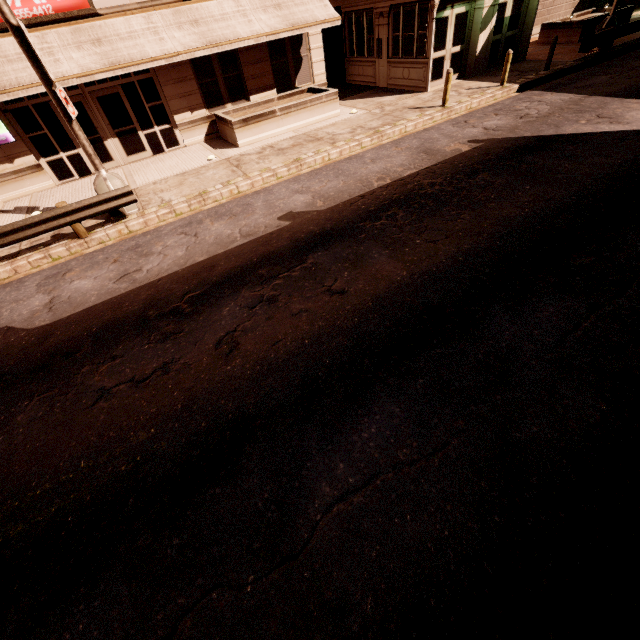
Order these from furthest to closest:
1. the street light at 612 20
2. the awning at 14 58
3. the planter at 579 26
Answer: the planter at 579 26, the street light at 612 20, the awning at 14 58

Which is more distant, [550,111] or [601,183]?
[550,111]

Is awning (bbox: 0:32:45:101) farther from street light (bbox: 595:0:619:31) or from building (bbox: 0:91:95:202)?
street light (bbox: 595:0:619:31)

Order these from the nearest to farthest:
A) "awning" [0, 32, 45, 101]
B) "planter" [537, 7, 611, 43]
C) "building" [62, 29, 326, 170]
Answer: "awning" [0, 32, 45, 101], "building" [62, 29, 326, 170], "planter" [537, 7, 611, 43]

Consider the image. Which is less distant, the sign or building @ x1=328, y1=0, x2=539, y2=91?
the sign

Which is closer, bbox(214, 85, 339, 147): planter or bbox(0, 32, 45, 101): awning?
bbox(0, 32, 45, 101): awning

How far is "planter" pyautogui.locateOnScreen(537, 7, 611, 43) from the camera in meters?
18.4 m

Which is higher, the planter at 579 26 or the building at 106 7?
the building at 106 7
